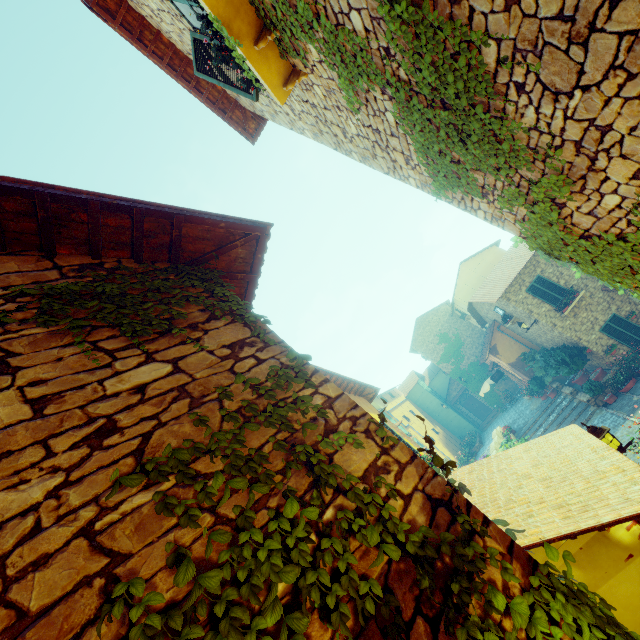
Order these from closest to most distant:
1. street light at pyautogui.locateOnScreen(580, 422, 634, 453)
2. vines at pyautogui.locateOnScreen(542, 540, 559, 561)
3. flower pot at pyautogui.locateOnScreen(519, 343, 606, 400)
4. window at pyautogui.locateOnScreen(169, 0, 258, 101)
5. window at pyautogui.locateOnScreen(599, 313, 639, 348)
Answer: vines at pyautogui.locateOnScreen(542, 540, 559, 561) → window at pyautogui.locateOnScreen(169, 0, 258, 101) → street light at pyautogui.locateOnScreen(580, 422, 634, 453) → window at pyautogui.locateOnScreen(599, 313, 639, 348) → flower pot at pyautogui.locateOnScreen(519, 343, 606, 400)

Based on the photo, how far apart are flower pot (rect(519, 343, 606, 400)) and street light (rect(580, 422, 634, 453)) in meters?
12.6

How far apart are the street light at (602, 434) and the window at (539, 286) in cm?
1297

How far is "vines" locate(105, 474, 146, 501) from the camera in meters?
1.3 m

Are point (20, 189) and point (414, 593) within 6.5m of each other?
yes

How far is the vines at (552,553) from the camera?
1.7m

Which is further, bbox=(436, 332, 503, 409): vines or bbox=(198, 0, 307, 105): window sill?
bbox=(436, 332, 503, 409): vines

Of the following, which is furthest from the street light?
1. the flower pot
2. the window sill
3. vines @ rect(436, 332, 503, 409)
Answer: vines @ rect(436, 332, 503, 409)
